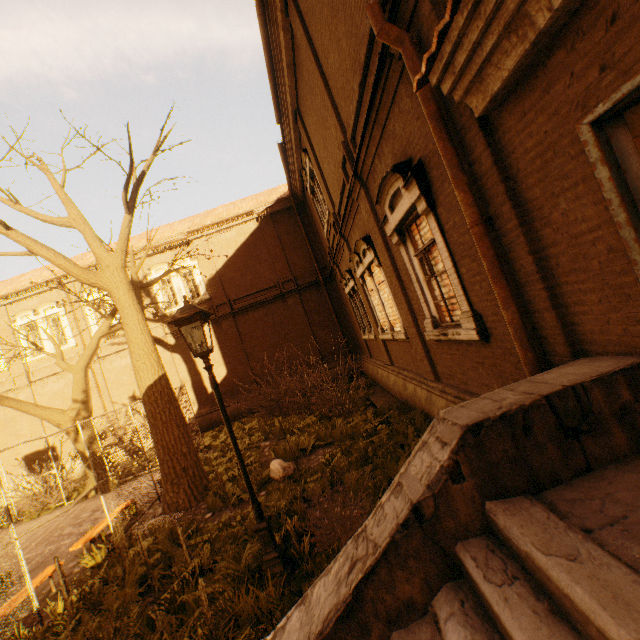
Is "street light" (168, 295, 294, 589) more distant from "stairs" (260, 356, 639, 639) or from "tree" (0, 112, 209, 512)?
"tree" (0, 112, 209, 512)

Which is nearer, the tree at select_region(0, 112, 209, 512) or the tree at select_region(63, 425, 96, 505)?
the tree at select_region(0, 112, 209, 512)

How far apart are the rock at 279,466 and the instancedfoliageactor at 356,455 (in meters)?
0.42

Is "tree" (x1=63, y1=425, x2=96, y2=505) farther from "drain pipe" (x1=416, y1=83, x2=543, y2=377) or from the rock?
"drain pipe" (x1=416, y1=83, x2=543, y2=377)

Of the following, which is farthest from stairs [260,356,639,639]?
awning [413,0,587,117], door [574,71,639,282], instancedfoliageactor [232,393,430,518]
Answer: instancedfoliageactor [232,393,430,518]

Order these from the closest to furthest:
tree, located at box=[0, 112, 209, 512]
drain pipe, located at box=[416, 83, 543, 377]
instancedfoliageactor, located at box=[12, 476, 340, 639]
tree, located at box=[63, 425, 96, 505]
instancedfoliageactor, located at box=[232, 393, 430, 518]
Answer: drain pipe, located at box=[416, 83, 543, 377], instancedfoliageactor, located at box=[12, 476, 340, 639], instancedfoliageactor, located at box=[232, 393, 430, 518], tree, located at box=[0, 112, 209, 512], tree, located at box=[63, 425, 96, 505]

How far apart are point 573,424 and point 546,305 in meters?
1.2

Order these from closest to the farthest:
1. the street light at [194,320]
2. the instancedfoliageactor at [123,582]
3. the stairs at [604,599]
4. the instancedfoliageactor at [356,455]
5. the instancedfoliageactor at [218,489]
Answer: the stairs at [604,599]
the instancedfoliageactor at [123,582]
the street light at [194,320]
the instancedfoliageactor at [356,455]
the instancedfoliageactor at [218,489]
